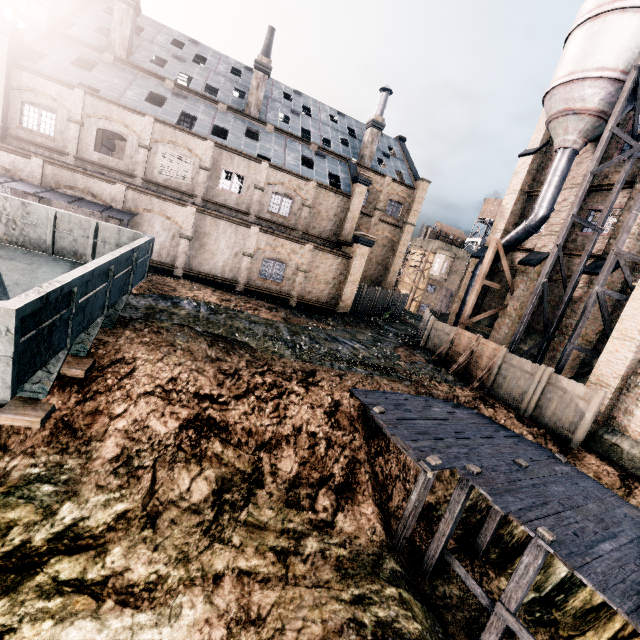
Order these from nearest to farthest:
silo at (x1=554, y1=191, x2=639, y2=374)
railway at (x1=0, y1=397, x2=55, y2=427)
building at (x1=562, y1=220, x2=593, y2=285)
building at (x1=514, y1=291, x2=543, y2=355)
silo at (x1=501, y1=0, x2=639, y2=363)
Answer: railway at (x1=0, y1=397, x2=55, y2=427) < silo at (x1=554, y1=191, x2=639, y2=374) < silo at (x1=501, y1=0, x2=639, y2=363) < building at (x1=562, y1=220, x2=593, y2=285) < building at (x1=514, y1=291, x2=543, y2=355)

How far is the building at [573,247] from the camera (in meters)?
21.59

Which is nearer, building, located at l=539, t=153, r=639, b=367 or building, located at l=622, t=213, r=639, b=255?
building, located at l=622, t=213, r=639, b=255

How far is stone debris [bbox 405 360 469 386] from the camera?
18.4m

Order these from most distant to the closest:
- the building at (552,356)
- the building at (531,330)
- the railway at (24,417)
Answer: the building at (531,330) → the building at (552,356) → the railway at (24,417)

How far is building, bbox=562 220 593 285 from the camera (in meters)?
21.59

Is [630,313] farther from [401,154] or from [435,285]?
[435,285]
